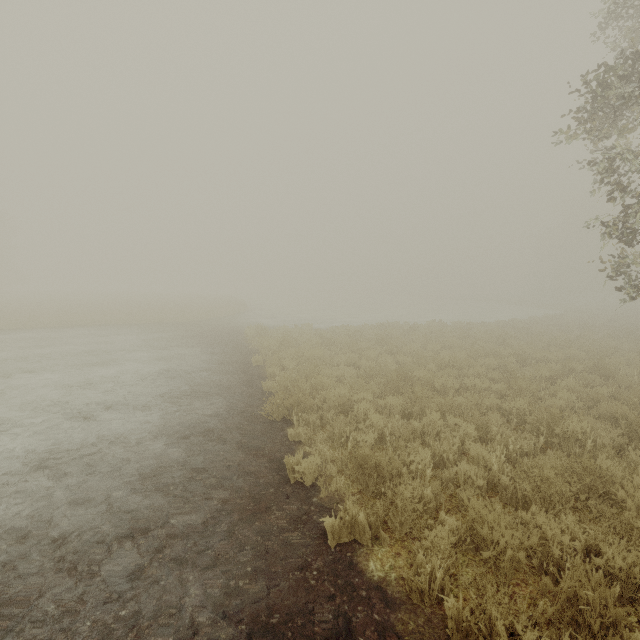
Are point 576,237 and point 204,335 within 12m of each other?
no
